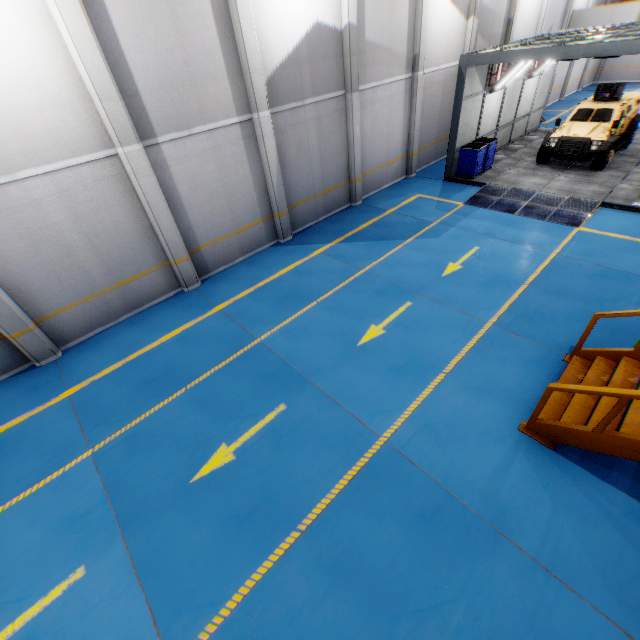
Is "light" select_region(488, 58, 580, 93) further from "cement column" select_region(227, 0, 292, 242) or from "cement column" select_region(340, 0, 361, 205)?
"cement column" select_region(227, 0, 292, 242)

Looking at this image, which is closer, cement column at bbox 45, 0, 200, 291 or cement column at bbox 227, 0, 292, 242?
cement column at bbox 45, 0, 200, 291

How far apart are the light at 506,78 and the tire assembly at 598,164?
4.6 meters

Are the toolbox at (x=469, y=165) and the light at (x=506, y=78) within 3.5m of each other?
yes

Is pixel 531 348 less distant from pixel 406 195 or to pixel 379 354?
pixel 379 354

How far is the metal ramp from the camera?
10.9 meters

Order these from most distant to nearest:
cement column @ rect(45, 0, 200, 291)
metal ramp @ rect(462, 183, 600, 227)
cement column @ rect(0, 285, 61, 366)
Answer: metal ramp @ rect(462, 183, 600, 227) < cement column @ rect(0, 285, 61, 366) < cement column @ rect(45, 0, 200, 291)

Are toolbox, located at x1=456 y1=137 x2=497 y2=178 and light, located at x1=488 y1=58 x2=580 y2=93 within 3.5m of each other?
yes
